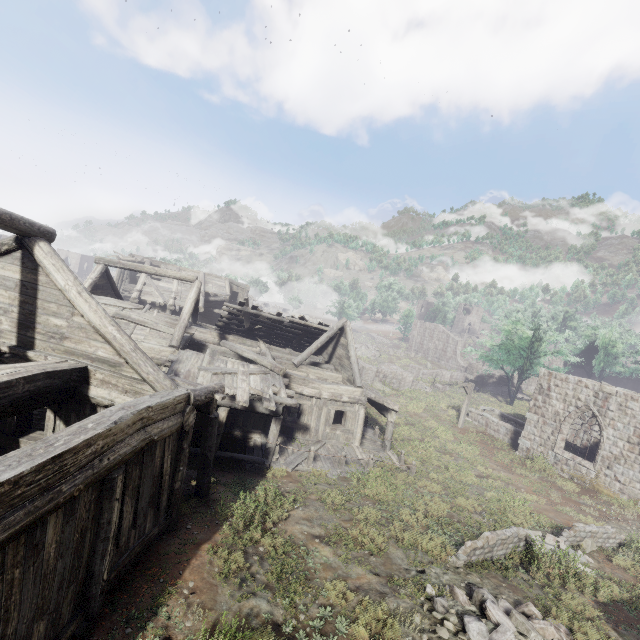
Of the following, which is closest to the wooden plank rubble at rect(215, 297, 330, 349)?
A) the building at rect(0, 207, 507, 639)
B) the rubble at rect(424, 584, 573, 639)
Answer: the building at rect(0, 207, 507, 639)

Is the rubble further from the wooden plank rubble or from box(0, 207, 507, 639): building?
the wooden plank rubble

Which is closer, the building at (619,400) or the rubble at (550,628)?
the rubble at (550,628)

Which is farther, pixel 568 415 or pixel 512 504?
pixel 568 415

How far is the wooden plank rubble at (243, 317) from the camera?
20.00m

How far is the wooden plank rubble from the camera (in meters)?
20.00
